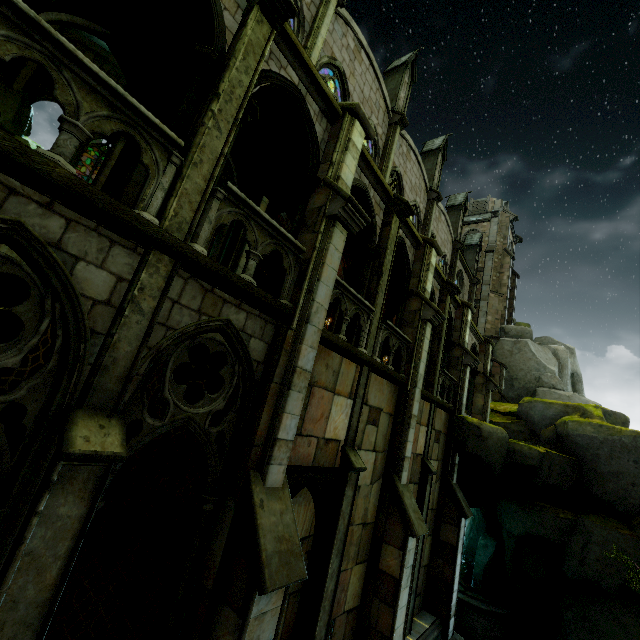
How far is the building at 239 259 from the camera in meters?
8.7 m

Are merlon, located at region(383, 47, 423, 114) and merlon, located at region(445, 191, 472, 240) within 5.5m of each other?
no

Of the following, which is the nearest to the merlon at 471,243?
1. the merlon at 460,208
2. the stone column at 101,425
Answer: the merlon at 460,208

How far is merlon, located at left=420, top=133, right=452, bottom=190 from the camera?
21.1m

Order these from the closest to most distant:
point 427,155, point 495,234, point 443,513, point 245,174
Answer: point 245,174 → point 443,513 → point 427,155 → point 495,234

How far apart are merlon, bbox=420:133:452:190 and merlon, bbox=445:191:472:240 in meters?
4.6 m

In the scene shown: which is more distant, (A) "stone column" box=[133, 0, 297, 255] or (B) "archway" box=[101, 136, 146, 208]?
(B) "archway" box=[101, 136, 146, 208]

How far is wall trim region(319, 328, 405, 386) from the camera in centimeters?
744cm
